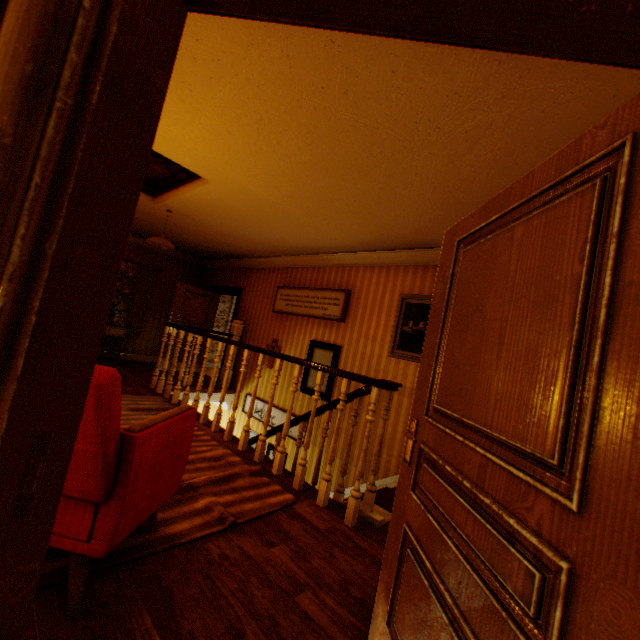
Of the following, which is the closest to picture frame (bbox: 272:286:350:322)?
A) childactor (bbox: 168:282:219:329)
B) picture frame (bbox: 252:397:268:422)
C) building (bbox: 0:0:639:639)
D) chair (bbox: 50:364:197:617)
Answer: building (bbox: 0:0:639:639)

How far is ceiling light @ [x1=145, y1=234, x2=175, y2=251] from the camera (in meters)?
5.39

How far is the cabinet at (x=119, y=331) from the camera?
7.5m

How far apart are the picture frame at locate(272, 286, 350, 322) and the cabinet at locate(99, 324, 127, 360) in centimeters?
379cm

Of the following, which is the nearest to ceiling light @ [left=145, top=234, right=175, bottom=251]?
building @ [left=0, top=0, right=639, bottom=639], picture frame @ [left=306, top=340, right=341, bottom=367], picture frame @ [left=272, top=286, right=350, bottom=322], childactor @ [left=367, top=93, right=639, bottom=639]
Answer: building @ [left=0, top=0, right=639, bottom=639]

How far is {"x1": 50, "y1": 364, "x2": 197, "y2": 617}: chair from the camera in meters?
1.4

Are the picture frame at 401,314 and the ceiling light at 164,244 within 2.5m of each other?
no

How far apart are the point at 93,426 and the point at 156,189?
4.9 meters
